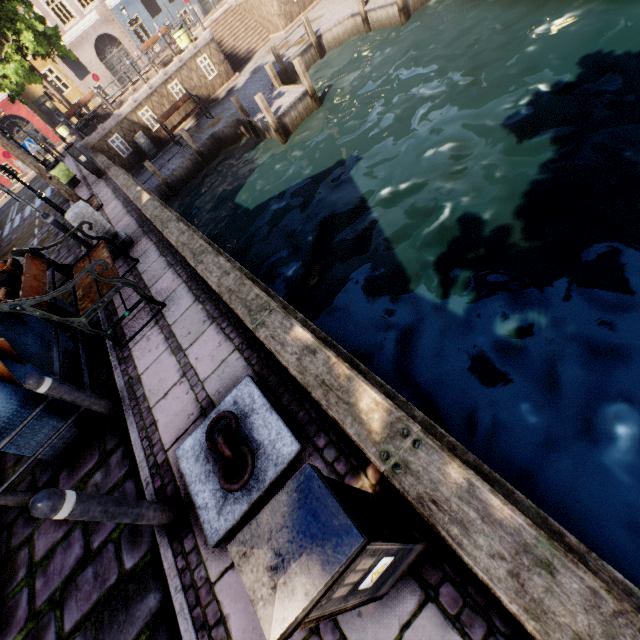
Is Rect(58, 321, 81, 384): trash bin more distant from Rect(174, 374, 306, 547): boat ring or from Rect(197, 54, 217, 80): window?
Rect(197, 54, 217, 80): window

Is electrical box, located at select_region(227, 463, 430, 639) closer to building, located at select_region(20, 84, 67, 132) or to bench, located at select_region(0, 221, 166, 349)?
bench, located at select_region(0, 221, 166, 349)

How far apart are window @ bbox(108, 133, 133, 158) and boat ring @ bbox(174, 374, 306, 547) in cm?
1799

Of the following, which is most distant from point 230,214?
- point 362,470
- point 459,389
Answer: point 362,470

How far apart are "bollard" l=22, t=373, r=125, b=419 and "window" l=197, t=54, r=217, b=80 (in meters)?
18.80

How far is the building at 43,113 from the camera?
25.3m

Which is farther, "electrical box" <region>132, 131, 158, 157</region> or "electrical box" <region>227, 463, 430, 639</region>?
"electrical box" <region>132, 131, 158, 157</region>

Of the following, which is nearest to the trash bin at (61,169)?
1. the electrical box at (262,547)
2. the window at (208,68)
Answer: the window at (208,68)
